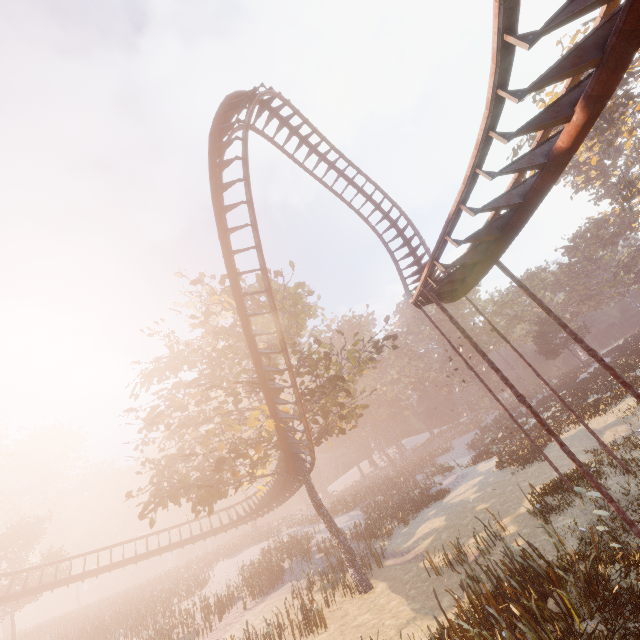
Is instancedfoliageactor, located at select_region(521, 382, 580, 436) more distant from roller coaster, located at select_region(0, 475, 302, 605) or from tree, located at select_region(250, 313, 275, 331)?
roller coaster, located at select_region(0, 475, 302, 605)

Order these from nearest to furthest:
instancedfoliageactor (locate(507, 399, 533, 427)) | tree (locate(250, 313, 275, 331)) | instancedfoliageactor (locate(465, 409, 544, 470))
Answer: tree (locate(250, 313, 275, 331)) < instancedfoliageactor (locate(465, 409, 544, 470)) < instancedfoliageactor (locate(507, 399, 533, 427))

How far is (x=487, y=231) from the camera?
7.3 meters

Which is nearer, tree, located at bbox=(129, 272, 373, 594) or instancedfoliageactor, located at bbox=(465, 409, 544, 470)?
tree, located at bbox=(129, 272, 373, 594)

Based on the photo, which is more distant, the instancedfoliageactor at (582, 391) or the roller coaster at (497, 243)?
the instancedfoliageactor at (582, 391)

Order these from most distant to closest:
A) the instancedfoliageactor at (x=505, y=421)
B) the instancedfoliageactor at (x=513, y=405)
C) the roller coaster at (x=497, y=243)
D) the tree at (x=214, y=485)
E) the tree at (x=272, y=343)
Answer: the instancedfoliageactor at (x=513, y=405), the instancedfoliageactor at (x=505, y=421), the tree at (x=272, y=343), the tree at (x=214, y=485), the roller coaster at (x=497, y=243)

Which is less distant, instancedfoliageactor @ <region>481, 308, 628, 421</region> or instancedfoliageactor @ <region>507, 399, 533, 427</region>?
instancedfoliageactor @ <region>481, 308, 628, 421</region>

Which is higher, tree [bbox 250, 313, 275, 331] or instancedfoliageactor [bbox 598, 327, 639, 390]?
tree [bbox 250, 313, 275, 331]
